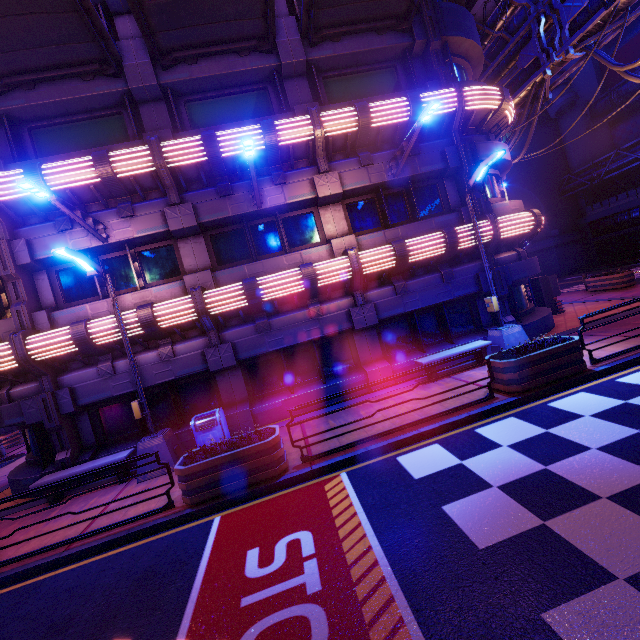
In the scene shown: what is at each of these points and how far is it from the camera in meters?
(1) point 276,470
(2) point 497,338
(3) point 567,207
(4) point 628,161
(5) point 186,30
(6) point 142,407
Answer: (1) plant holder, 6.7 m
(2) street light, 10.6 m
(3) wall arch, 37.1 m
(4) pipe, 29.8 m
(5) awning, 9.8 m
(6) street light, 9.2 m

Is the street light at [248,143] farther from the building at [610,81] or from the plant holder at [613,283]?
the building at [610,81]

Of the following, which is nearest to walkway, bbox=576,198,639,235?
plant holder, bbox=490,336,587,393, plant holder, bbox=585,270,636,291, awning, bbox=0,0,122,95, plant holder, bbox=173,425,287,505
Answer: plant holder, bbox=585,270,636,291

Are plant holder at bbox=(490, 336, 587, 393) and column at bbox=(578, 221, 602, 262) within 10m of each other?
no

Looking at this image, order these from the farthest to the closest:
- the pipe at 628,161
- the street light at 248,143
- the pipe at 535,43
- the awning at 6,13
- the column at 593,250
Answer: the column at 593,250 → the pipe at 628,161 → the pipe at 535,43 → the awning at 6,13 → the street light at 248,143

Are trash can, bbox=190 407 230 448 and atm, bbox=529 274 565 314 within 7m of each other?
no

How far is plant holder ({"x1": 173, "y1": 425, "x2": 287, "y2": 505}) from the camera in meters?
6.5

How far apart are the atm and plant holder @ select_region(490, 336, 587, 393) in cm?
827
